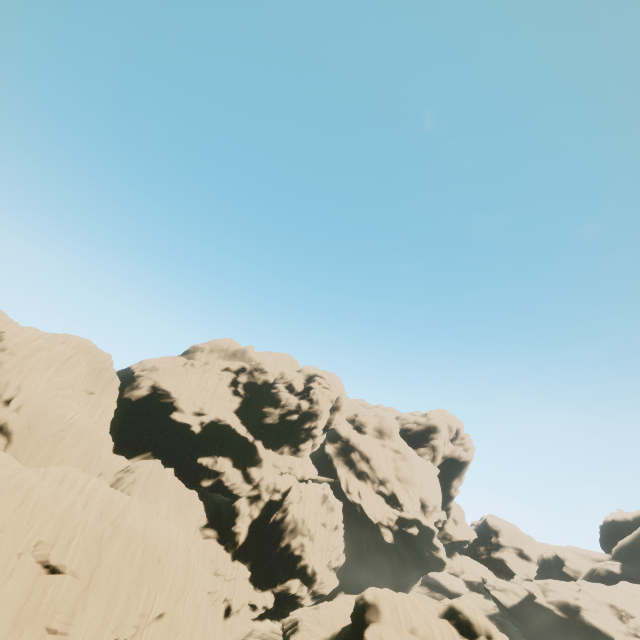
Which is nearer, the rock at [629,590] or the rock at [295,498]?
the rock at [295,498]

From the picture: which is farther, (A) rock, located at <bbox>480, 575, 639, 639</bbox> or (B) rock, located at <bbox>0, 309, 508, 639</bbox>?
(A) rock, located at <bbox>480, 575, 639, 639</bbox>

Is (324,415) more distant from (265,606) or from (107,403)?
(107,403)
